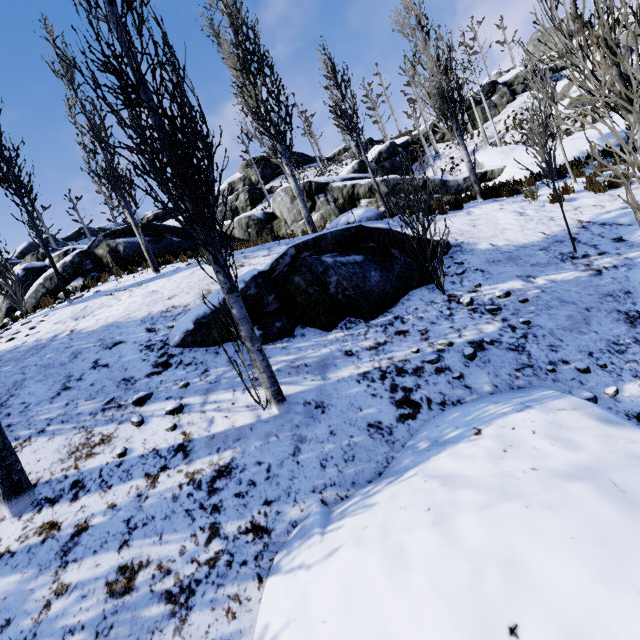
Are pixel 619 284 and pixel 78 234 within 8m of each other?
no

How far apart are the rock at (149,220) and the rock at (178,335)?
16.7m

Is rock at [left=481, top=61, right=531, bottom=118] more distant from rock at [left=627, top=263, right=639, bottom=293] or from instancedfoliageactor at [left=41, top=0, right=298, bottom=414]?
rock at [left=627, top=263, right=639, bottom=293]

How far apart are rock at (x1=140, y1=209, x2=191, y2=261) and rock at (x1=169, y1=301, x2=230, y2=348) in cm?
1667

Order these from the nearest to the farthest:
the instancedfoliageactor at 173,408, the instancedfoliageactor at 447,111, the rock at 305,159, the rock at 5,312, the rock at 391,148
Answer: the instancedfoliageactor at 447,111
the instancedfoliageactor at 173,408
the rock at 5,312
the rock at 391,148
the rock at 305,159

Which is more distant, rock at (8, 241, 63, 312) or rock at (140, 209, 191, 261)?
rock at (140, 209, 191, 261)

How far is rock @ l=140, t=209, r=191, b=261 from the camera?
14.3 meters

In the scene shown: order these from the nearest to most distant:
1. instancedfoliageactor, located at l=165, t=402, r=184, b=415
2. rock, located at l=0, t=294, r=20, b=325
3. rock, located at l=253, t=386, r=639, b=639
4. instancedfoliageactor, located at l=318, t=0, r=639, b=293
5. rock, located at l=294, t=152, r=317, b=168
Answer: rock, located at l=253, t=386, r=639, b=639
instancedfoliageactor, located at l=318, t=0, r=639, b=293
instancedfoliageactor, located at l=165, t=402, r=184, b=415
rock, located at l=0, t=294, r=20, b=325
rock, located at l=294, t=152, r=317, b=168
